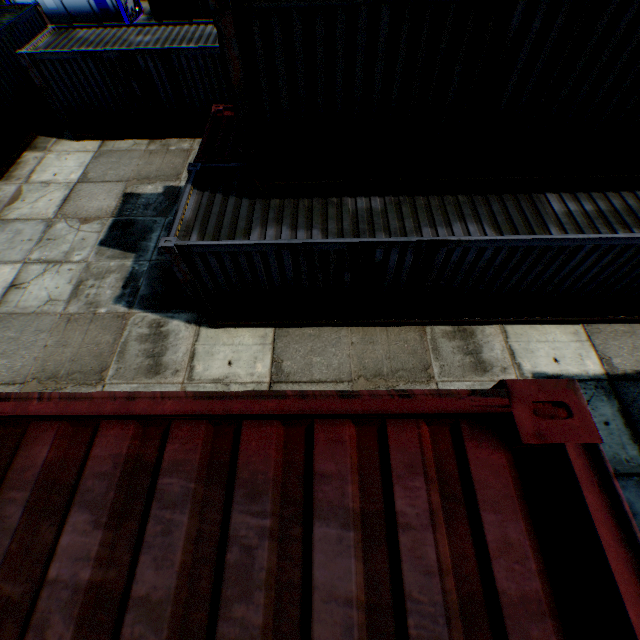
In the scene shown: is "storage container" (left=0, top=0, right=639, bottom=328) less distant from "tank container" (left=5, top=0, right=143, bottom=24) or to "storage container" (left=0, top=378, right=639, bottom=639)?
"storage container" (left=0, top=378, right=639, bottom=639)

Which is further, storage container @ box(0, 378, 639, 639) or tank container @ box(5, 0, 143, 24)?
tank container @ box(5, 0, 143, 24)

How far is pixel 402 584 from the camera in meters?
1.0

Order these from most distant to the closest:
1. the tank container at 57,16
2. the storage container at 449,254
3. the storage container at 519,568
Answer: the tank container at 57,16 → the storage container at 449,254 → the storage container at 519,568

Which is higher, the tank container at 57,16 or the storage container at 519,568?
the storage container at 519,568

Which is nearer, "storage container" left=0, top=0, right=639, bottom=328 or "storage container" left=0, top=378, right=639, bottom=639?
"storage container" left=0, top=378, right=639, bottom=639

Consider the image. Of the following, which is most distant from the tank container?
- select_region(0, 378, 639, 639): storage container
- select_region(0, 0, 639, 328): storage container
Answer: select_region(0, 378, 639, 639): storage container

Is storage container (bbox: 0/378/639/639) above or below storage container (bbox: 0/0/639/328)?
above
